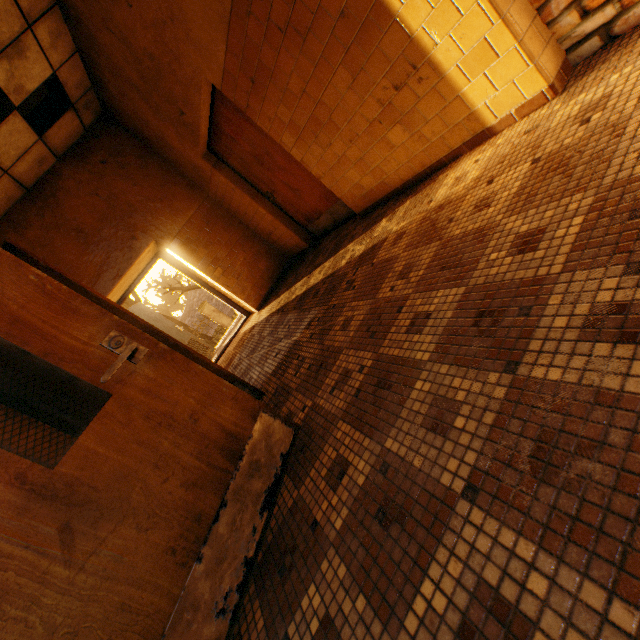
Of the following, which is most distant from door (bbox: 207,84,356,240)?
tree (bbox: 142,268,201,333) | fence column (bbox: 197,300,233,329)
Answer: fence column (bbox: 197,300,233,329)

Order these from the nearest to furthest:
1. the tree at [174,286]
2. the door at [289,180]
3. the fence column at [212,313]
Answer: the door at [289,180]
the fence column at [212,313]
the tree at [174,286]

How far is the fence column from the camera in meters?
16.5

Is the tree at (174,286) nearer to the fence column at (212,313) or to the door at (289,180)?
the fence column at (212,313)

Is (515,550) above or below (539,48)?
below

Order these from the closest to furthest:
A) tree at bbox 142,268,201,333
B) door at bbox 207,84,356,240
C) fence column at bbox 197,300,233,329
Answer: door at bbox 207,84,356,240 < fence column at bbox 197,300,233,329 < tree at bbox 142,268,201,333

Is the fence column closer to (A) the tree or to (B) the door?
(A) the tree
